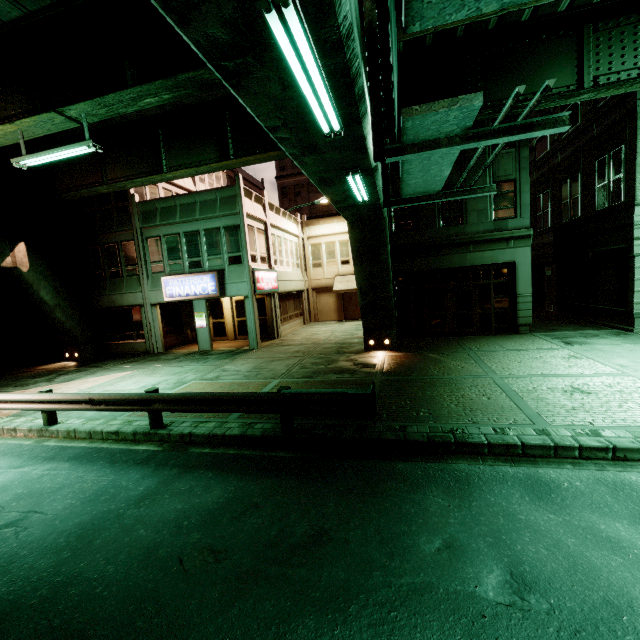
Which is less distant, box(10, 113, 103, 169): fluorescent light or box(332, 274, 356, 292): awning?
box(10, 113, 103, 169): fluorescent light

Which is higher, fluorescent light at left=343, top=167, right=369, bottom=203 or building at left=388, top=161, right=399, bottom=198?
building at left=388, top=161, right=399, bottom=198

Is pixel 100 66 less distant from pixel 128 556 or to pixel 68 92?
pixel 68 92

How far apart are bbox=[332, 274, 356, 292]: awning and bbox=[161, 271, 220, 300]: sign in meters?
11.5

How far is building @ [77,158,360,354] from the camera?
17.98m

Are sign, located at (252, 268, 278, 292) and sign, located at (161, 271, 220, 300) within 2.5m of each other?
yes

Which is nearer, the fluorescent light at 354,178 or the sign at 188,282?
the fluorescent light at 354,178

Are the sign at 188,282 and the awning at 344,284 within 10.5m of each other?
no
